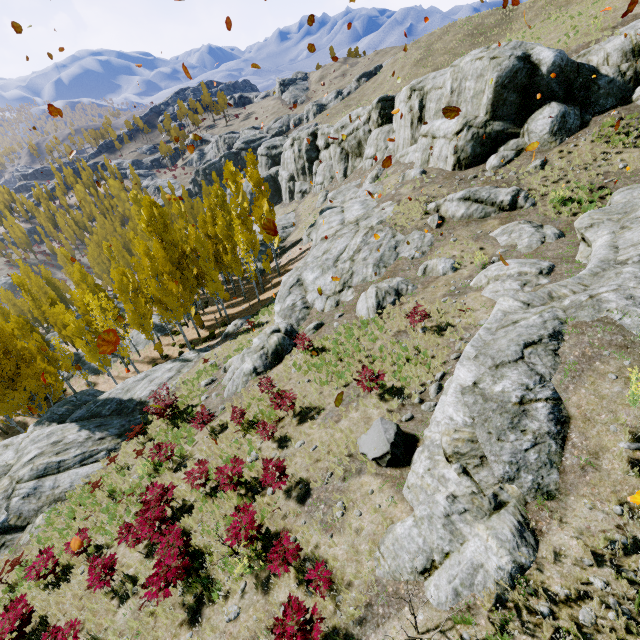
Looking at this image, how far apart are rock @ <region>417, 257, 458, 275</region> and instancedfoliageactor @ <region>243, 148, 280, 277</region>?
19.8 meters

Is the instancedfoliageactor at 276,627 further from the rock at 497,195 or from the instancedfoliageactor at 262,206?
the instancedfoliageactor at 262,206

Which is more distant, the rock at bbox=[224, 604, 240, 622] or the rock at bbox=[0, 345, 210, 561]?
the rock at bbox=[0, 345, 210, 561]

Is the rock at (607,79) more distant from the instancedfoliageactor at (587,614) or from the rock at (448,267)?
the rock at (448,267)

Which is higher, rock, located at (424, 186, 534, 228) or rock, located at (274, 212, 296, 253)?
rock, located at (424, 186, 534, 228)

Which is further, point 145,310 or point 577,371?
point 145,310

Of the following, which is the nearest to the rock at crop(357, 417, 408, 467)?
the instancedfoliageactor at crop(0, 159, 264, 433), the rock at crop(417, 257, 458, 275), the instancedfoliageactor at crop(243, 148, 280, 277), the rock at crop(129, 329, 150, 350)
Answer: the instancedfoliageactor at crop(0, 159, 264, 433)

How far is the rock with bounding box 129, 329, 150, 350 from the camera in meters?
38.2
